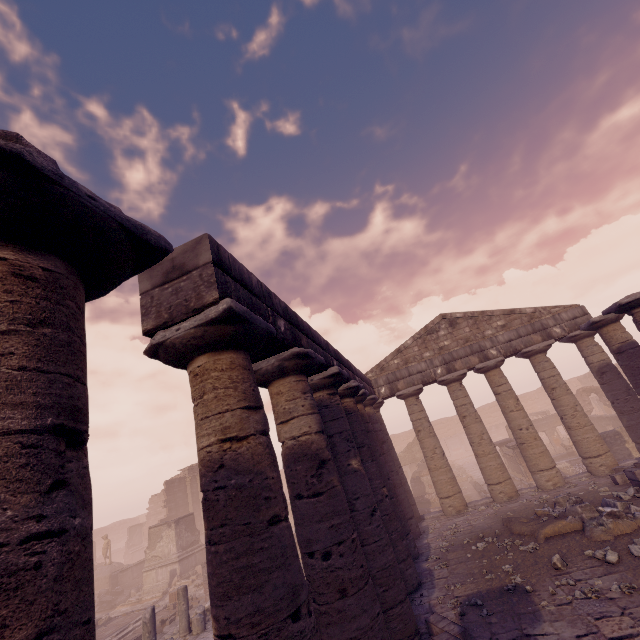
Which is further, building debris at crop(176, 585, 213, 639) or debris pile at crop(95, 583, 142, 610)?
debris pile at crop(95, 583, 142, 610)

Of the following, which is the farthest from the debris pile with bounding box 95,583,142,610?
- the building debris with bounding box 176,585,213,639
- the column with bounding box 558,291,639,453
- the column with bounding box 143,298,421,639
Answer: the column with bounding box 558,291,639,453

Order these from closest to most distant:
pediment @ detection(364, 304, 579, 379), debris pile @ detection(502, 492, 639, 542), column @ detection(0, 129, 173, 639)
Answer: column @ detection(0, 129, 173, 639), debris pile @ detection(502, 492, 639, 542), pediment @ detection(364, 304, 579, 379)

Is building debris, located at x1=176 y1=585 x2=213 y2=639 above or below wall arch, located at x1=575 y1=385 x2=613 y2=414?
below

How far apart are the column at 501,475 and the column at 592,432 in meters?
2.5

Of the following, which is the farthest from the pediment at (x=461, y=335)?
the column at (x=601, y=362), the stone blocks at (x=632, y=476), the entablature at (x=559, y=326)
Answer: the stone blocks at (x=632, y=476)

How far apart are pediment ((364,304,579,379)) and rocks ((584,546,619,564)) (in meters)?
9.49

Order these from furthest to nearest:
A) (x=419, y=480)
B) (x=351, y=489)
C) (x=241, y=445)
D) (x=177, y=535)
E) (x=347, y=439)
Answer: (x=419, y=480) < (x=177, y=535) < (x=347, y=439) < (x=351, y=489) < (x=241, y=445)
